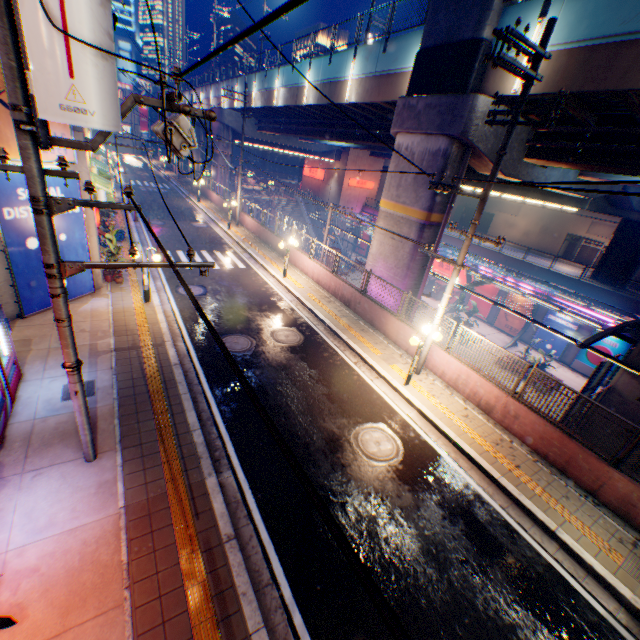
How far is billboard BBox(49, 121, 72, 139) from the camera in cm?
967

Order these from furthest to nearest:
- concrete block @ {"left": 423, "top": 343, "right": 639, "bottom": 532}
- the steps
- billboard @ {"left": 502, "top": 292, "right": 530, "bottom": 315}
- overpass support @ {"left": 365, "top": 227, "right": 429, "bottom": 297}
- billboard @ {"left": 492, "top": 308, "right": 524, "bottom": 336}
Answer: the steps, billboard @ {"left": 492, "top": 308, "right": 524, "bottom": 336}, billboard @ {"left": 502, "top": 292, "right": 530, "bottom": 315}, overpass support @ {"left": 365, "top": 227, "right": 429, "bottom": 297}, concrete block @ {"left": 423, "top": 343, "right": 639, "bottom": 532}

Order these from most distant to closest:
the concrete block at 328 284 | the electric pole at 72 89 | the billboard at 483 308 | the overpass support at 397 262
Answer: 1. the billboard at 483 308
2. the overpass support at 397 262
3. the concrete block at 328 284
4. the electric pole at 72 89

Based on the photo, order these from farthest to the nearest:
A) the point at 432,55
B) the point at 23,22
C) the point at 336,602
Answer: the point at 432,55, the point at 336,602, the point at 23,22

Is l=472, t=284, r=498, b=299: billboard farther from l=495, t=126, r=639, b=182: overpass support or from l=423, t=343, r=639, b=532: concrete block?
l=423, t=343, r=639, b=532: concrete block

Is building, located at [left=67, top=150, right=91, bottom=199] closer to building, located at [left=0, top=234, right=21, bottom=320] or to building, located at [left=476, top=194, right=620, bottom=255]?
building, located at [left=0, top=234, right=21, bottom=320]

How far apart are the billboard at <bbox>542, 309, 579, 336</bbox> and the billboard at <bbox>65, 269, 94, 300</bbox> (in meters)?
33.52

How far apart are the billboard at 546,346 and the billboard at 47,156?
34.0 meters
